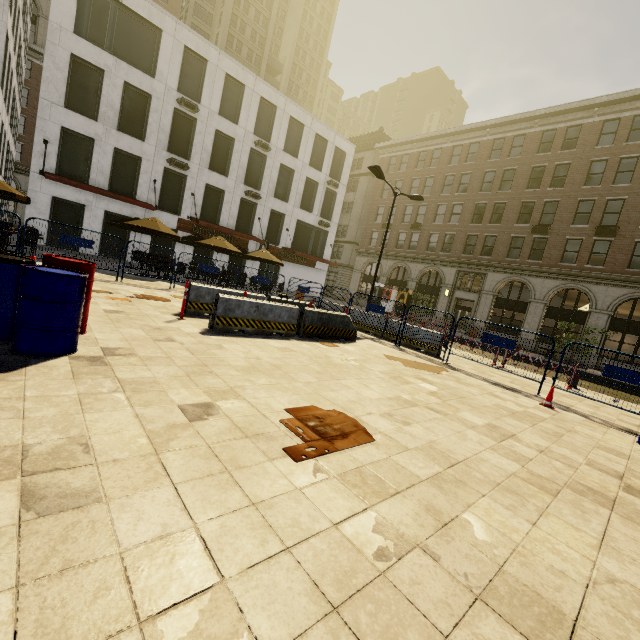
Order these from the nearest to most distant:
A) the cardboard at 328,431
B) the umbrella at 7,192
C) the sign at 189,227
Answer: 1. the cardboard at 328,431
2. the umbrella at 7,192
3. the sign at 189,227

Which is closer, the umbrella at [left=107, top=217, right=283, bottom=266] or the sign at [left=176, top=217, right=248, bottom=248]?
the umbrella at [left=107, top=217, right=283, bottom=266]

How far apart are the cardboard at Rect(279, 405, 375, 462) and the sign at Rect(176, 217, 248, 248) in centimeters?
2351cm

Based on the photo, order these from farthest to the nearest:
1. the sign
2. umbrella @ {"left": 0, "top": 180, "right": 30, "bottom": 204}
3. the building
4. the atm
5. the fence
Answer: the atm, the sign, the building, umbrella @ {"left": 0, "top": 180, "right": 30, "bottom": 204}, the fence

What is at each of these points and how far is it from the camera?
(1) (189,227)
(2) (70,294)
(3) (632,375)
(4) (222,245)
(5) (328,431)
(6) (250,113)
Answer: (1) sign, 24.30m
(2) barrel, 3.95m
(3) fence, 7.39m
(4) umbrella, 17.47m
(5) cardboard, 3.61m
(6) building, 25.38m

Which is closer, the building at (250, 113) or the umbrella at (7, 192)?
the umbrella at (7, 192)

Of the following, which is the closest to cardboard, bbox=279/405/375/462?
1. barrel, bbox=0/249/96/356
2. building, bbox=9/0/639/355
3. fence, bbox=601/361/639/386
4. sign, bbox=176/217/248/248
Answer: barrel, bbox=0/249/96/356

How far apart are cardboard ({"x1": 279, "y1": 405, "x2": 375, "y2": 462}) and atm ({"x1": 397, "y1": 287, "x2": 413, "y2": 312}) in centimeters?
3120cm
